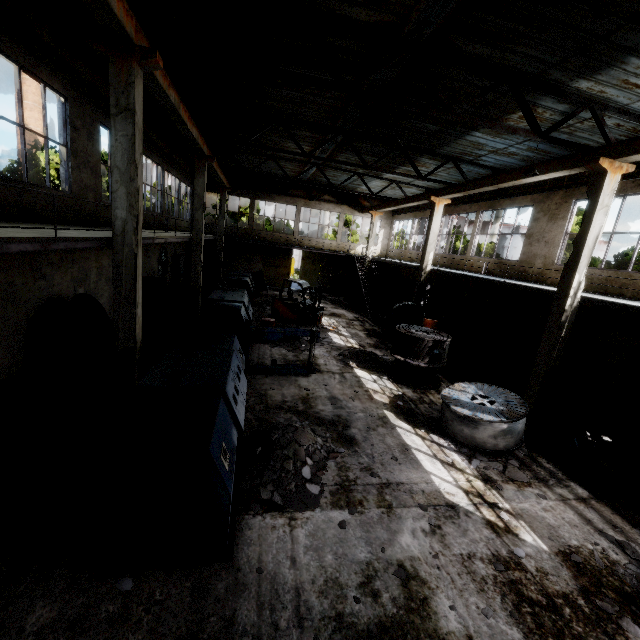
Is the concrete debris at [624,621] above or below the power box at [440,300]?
below

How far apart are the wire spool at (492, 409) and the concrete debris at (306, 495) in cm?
305

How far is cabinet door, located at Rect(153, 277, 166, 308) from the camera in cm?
1689

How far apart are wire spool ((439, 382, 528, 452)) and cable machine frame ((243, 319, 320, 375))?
4.1 meters

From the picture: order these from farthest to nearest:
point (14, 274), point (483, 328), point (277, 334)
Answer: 1. point (483, 328)
2. point (277, 334)
3. point (14, 274)

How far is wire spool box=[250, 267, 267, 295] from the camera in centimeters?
2398cm

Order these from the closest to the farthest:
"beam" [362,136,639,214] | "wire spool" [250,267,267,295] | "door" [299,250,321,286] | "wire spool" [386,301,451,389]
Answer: "beam" [362,136,639,214], "wire spool" [386,301,451,389], "wire spool" [250,267,267,295], "door" [299,250,321,286]

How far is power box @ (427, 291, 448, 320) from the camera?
20.7m
